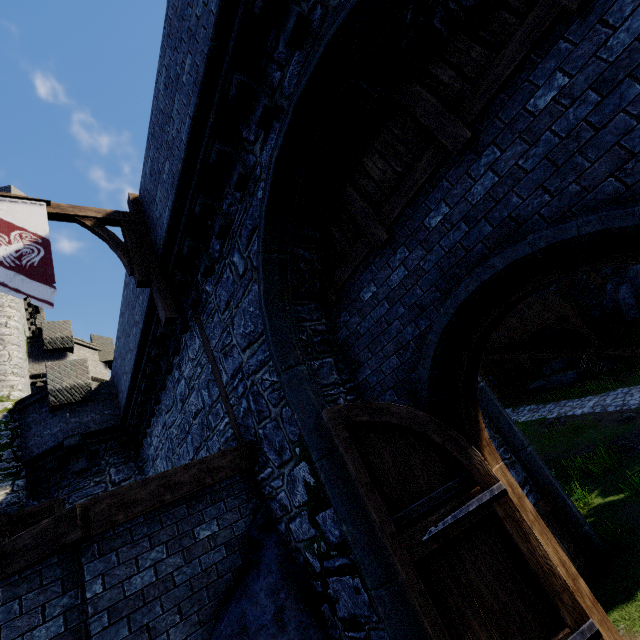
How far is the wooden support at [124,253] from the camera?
7.07m

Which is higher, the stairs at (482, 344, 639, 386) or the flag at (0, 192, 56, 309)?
the flag at (0, 192, 56, 309)

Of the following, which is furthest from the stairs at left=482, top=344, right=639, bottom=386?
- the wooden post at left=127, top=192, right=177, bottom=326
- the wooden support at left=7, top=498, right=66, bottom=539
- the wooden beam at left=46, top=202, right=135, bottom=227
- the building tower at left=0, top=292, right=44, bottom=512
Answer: the building tower at left=0, top=292, right=44, bottom=512

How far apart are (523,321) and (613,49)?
21.1m

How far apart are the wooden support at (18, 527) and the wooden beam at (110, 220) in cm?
851

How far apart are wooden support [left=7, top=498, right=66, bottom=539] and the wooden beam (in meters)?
8.51

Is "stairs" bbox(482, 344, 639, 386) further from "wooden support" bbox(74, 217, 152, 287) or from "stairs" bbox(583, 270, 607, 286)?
"wooden support" bbox(74, 217, 152, 287)

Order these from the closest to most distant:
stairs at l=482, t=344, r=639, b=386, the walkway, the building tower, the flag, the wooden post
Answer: the flag < the wooden post < the building tower < stairs at l=482, t=344, r=639, b=386 < the walkway
